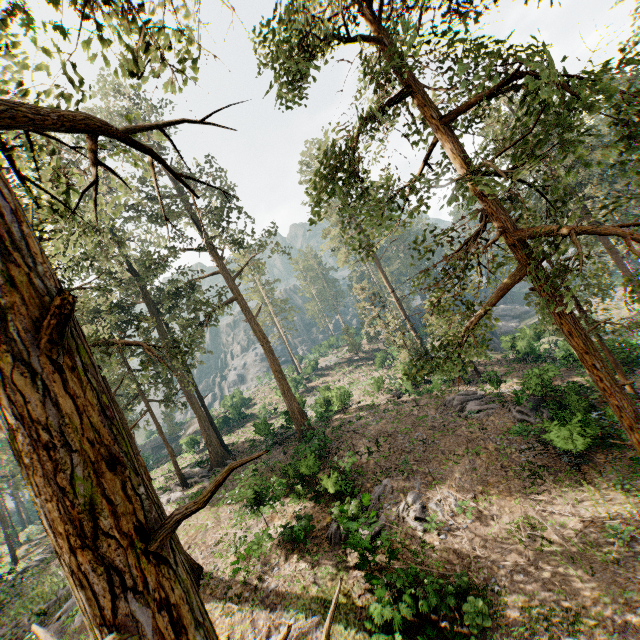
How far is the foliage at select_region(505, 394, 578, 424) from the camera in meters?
18.1

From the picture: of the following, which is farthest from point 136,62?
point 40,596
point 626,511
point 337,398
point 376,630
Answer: point 40,596

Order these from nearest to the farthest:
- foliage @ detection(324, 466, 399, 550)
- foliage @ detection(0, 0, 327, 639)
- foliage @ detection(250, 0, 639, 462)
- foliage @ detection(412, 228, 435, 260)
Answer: foliage @ detection(0, 0, 327, 639)
foliage @ detection(250, 0, 639, 462)
foliage @ detection(412, 228, 435, 260)
foliage @ detection(324, 466, 399, 550)

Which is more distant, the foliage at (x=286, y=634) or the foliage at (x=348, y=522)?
the foliage at (x=348, y=522)

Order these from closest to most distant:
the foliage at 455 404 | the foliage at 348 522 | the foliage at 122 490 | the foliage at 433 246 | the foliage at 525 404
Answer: the foliage at 122 490 < the foliage at 433 246 < the foliage at 348 522 < the foliage at 525 404 < the foliage at 455 404

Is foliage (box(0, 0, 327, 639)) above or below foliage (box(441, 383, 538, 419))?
above

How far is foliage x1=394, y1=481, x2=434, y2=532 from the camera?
15.6m
